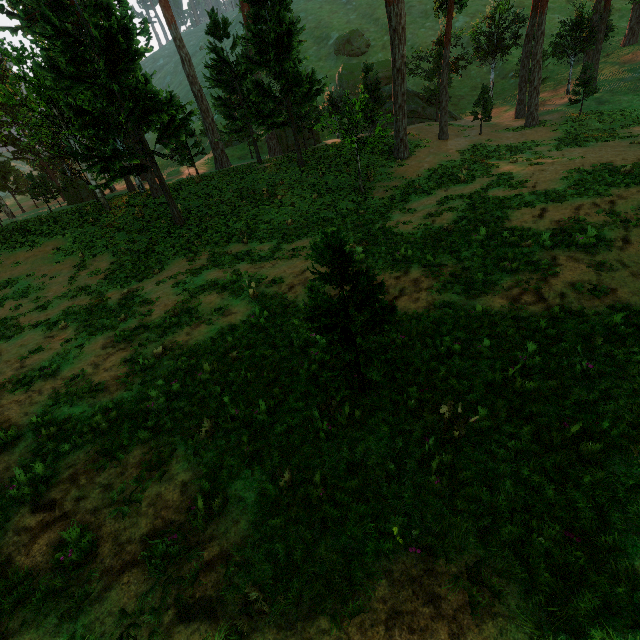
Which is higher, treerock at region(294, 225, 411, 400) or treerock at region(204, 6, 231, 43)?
treerock at region(204, 6, 231, 43)

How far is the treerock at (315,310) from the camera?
5.2 meters

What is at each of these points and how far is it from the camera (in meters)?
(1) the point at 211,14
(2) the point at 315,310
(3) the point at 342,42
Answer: (1) treerock, 25.61
(2) treerock, 5.48
(3) treerock, 52.91

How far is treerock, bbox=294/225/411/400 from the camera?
5.2m

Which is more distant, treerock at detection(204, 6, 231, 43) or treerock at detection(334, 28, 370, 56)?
treerock at detection(334, 28, 370, 56)

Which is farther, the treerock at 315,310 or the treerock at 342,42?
the treerock at 342,42
